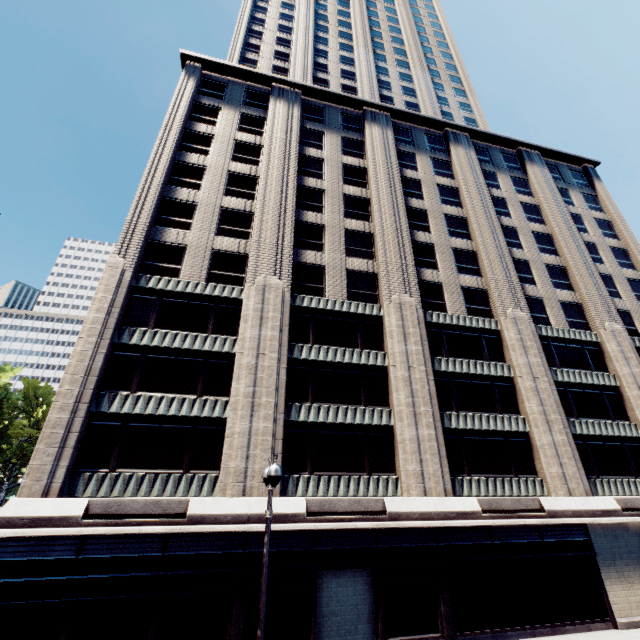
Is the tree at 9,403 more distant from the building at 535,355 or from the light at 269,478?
the light at 269,478

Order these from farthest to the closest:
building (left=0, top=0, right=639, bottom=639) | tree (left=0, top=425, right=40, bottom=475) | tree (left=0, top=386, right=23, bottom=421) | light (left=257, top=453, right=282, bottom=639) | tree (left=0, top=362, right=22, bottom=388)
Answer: A: tree (left=0, top=362, right=22, bottom=388), tree (left=0, top=425, right=40, bottom=475), tree (left=0, top=386, right=23, bottom=421), building (left=0, top=0, right=639, bottom=639), light (left=257, top=453, right=282, bottom=639)

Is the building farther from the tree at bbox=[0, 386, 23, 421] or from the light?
the tree at bbox=[0, 386, 23, 421]

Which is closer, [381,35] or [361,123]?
[361,123]

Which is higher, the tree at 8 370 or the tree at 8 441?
the tree at 8 370

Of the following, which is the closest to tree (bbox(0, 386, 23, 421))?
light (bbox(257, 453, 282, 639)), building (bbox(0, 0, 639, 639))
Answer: building (bbox(0, 0, 639, 639))
